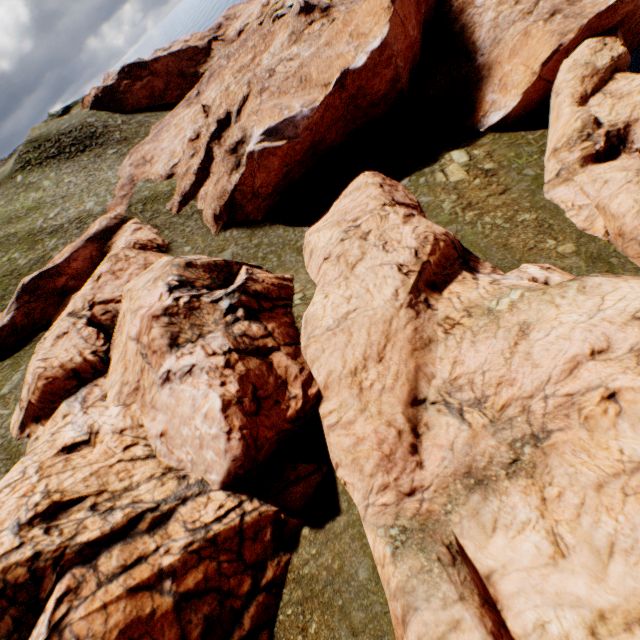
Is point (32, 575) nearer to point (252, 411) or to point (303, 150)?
point (252, 411)
